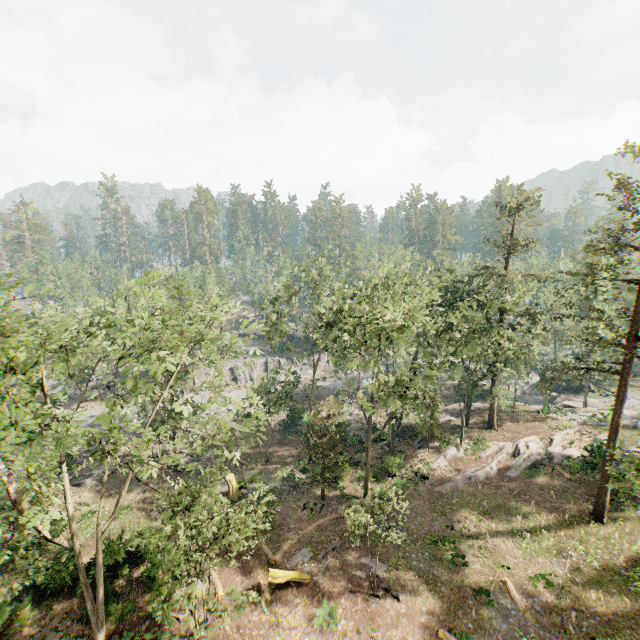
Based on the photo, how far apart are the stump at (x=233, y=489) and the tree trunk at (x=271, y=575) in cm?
906

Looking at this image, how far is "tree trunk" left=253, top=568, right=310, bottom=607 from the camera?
19.1m

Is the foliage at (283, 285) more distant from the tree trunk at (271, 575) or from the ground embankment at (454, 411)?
the tree trunk at (271, 575)

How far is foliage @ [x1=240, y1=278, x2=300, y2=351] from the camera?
20.67m

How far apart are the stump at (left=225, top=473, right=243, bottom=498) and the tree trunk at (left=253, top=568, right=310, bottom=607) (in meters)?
9.06

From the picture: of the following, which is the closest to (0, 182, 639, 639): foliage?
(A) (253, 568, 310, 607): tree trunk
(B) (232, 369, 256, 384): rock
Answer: (B) (232, 369, 256, 384): rock

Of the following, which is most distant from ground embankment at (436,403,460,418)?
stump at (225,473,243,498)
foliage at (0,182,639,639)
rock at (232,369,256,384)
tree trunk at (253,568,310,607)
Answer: rock at (232,369,256,384)

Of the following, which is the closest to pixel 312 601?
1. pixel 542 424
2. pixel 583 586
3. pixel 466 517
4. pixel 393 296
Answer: A: pixel 466 517
